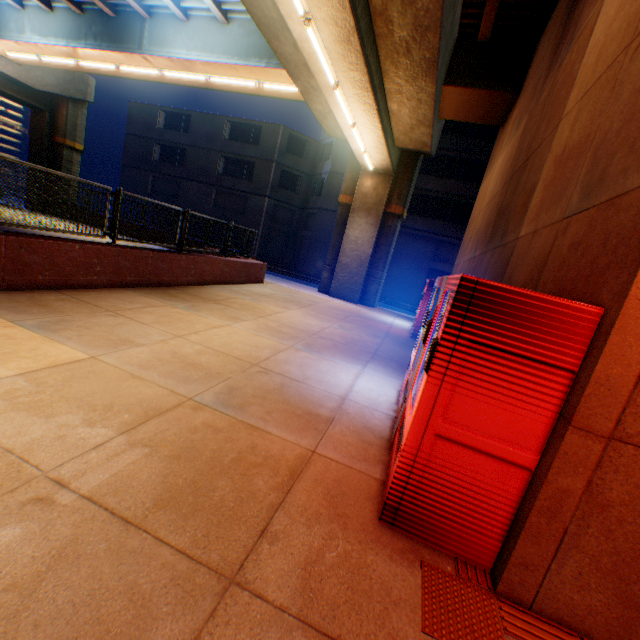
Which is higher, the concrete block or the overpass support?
the overpass support

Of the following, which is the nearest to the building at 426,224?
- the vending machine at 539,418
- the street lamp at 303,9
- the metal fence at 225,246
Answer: the metal fence at 225,246

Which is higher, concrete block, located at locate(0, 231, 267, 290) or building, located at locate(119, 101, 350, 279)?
building, located at locate(119, 101, 350, 279)

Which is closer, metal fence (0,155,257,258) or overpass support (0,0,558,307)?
metal fence (0,155,257,258)

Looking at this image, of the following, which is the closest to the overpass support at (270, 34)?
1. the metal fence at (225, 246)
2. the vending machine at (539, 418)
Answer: the metal fence at (225, 246)

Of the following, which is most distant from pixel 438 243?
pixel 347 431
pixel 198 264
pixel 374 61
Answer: pixel 347 431

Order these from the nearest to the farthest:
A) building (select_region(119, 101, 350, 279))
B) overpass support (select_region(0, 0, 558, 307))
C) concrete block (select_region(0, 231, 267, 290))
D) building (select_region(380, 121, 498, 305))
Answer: concrete block (select_region(0, 231, 267, 290)), overpass support (select_region(0, 0, 558, 307)), building (select_region(380, 121, 498, 305)), building (select_region(119, 101, 350, 279))

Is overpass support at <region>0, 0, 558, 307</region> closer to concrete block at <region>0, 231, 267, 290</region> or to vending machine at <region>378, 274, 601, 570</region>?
concrete block at <region>0, 231, 267, 290</region>
